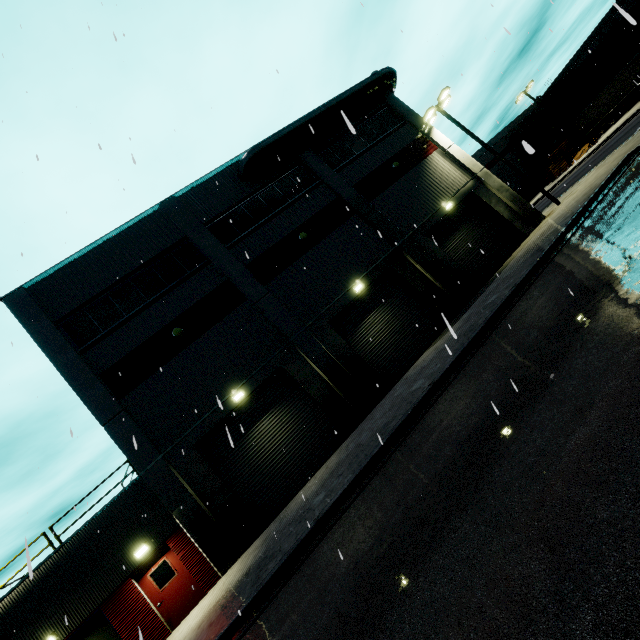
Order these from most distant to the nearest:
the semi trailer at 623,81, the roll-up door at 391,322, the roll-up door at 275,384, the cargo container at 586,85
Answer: the cargo container at 586,85
the semi trailer at 623,81
the roll-up door at 391,322
the roll-up door at 275,384

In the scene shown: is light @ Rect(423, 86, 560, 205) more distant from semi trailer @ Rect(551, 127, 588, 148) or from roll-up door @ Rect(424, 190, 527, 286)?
semi trailer @ Rect(551, 127, 588, 148)

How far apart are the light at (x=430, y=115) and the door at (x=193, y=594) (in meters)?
26.12

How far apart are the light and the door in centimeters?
2612cm

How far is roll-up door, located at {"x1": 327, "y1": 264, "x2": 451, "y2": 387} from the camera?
15.9m

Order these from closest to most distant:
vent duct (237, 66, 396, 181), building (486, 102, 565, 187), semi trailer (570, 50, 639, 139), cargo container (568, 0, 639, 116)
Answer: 1. vent duct (237, 66, 396, 181)
2. semi trailer (570, 50, 639, 139)
3. cargo container (568, 0, 639, 116)
4. building (486, 102, 565, 187)

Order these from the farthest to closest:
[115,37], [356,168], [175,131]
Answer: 1. [356,168]
2. [175,131]
3. [115,37]

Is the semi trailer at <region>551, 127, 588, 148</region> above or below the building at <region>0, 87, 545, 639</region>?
above
